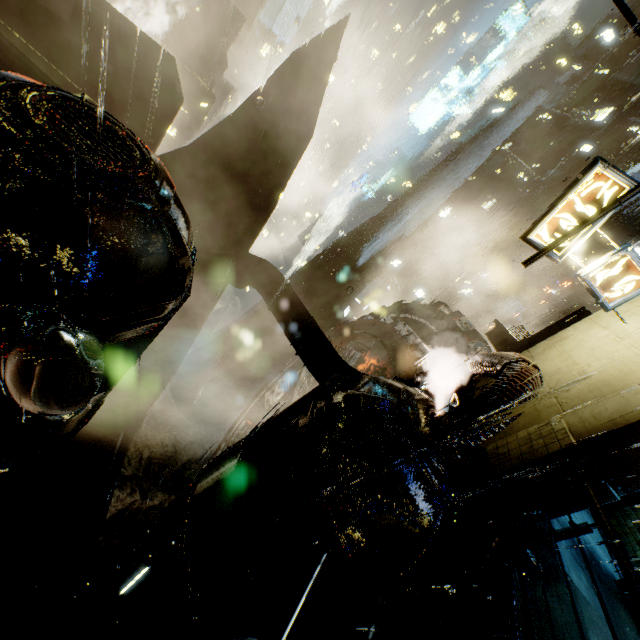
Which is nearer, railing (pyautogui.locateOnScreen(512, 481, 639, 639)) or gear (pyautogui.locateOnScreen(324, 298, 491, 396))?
railing (pyautogui.locateOnScreen(512, 481, 639, 639))

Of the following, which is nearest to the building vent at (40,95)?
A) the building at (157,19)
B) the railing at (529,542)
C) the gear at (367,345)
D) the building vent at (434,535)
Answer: the building at (157,19)

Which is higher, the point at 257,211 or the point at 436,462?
the point at 436,462

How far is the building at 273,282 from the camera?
12.0 meters

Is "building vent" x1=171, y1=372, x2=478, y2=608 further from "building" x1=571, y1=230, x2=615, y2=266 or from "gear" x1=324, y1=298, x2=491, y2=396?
"gear" x1=324, y1=298, x2=491, y2=396

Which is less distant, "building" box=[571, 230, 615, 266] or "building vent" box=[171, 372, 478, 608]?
"building vent" box=[171, 372, 478, 608]

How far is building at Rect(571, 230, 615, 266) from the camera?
33.88m

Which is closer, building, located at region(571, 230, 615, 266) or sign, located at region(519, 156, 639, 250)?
sign, located at region(519, 156, 639, 250)
